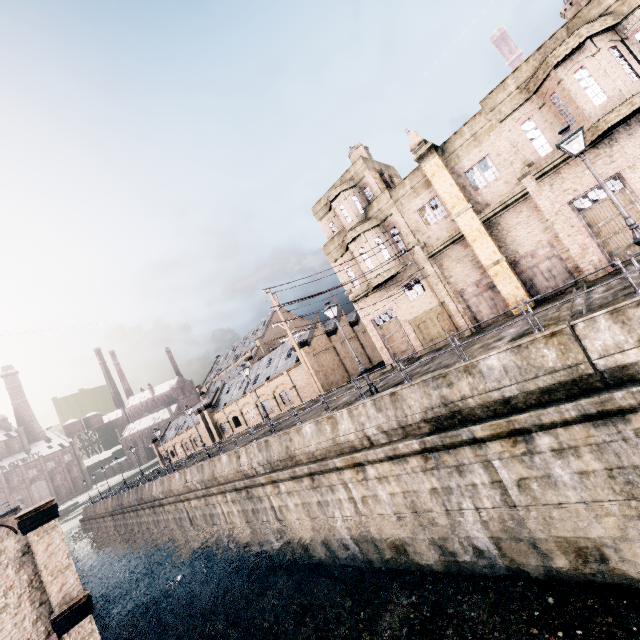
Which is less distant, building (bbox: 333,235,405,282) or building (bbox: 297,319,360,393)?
building (bbox: 333,235,405,282)

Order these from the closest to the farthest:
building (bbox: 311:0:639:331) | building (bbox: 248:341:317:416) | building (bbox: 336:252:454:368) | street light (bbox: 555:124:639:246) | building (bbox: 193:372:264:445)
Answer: street light (bbox: 555:124:639:246), building (bbox: 311:0:639:331), building (bbox: 336:252:454:368), building (bbox: 248:341:317:416), building (bbox: 193:372:264:445)

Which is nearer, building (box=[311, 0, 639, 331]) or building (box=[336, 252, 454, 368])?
building (box=[311, 0, 639, 331])

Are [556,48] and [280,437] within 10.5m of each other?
no

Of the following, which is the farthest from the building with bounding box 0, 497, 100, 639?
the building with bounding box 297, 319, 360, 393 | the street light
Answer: the street light

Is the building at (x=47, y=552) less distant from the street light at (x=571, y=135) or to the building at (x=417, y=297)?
the building at (x=417, y=297)

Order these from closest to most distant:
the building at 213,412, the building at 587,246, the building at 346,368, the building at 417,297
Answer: the building at 587,246 → the building at 417,297 → the building at 346,368 → the building at 213,412

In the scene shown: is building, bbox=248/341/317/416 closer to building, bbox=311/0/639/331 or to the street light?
building, bbox=311/0/639/331
